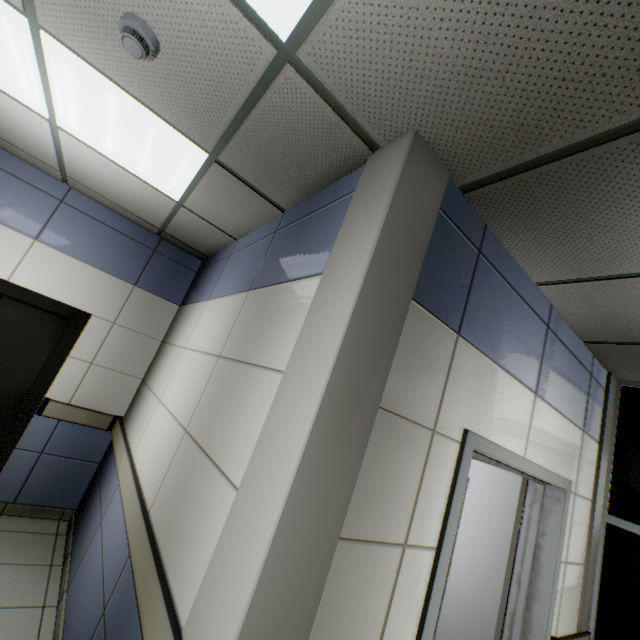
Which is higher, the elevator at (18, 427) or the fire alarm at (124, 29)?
the fire alarm at (124, 29)

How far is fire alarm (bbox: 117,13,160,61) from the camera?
1.39m

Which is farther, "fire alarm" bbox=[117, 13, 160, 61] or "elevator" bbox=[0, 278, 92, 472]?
"elevator" bbox=[0, 278, 92, 472]

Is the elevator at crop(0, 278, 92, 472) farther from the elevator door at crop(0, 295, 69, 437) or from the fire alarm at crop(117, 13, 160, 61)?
the fire alarm at crop(117, 13, 160, 61)

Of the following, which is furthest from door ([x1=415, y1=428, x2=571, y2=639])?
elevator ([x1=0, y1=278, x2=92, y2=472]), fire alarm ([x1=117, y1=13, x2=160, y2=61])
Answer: elevator ([x1=0, y1=278, x2=92, y2=472])

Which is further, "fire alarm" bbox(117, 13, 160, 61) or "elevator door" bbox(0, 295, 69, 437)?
"elevator door" bbox(0, 295, 69, 437)

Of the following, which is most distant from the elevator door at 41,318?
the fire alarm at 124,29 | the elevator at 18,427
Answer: the fire alarm at 124,29

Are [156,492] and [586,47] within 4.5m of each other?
yes
